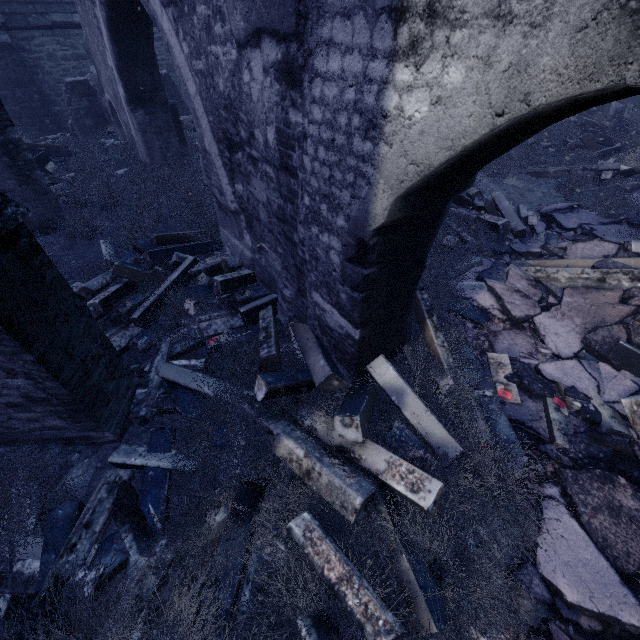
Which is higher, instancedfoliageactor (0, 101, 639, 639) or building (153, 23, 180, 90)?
building (153, 23, 180, 90)

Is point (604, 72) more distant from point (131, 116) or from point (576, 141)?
point (576, 141)

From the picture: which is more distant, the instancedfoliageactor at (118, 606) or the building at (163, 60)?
the building at (163, 60)

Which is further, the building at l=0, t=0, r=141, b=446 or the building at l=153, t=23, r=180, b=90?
the building at l=153, t=23, r=180, b=90

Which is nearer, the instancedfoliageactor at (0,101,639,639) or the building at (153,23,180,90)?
the instancedfoliageactor at (0,101,639,639)

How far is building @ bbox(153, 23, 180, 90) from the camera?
11.8m

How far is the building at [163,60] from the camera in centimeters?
1184cm
